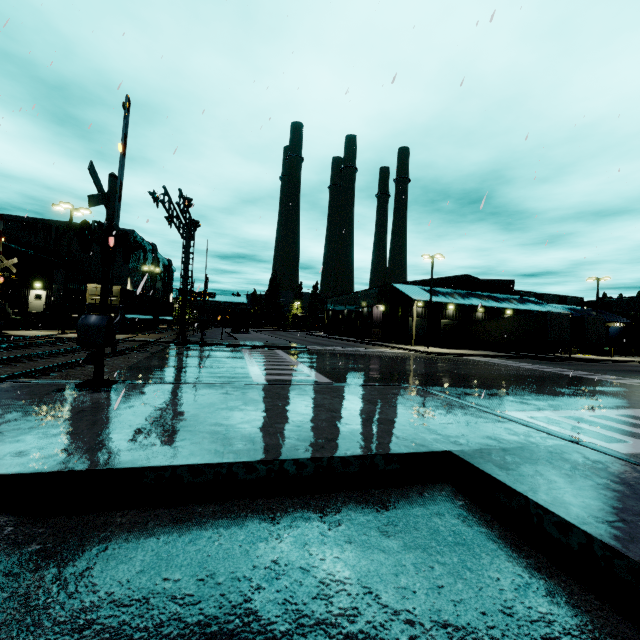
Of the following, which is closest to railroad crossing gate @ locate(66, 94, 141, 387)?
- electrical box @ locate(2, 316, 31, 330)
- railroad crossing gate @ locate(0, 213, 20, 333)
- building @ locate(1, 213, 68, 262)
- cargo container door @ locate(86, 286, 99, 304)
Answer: building @ locate(1, 213, 68, 262)

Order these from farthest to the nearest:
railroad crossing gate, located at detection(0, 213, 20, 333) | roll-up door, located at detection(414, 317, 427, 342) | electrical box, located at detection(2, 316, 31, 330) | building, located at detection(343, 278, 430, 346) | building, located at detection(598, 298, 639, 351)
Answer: building, located at detection(598, 298, 639, 351) < roll-up door, located at detection(414, 317, 427, 342) < building, located at detection(343, 278, 430, 346) < electrical box, located at detection(2, 316, 31, 330) < railroad crossing gate, located at detection(0, 213, 20, 333)

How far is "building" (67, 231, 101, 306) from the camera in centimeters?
3926cm

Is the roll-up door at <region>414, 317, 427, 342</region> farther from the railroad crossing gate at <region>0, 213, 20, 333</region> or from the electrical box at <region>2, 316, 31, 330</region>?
the electrical box at <region>2, 316, 31, 330</region>

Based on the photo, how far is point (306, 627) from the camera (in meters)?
2.35

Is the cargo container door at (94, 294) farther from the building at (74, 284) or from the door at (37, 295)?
the door at (37, 295)

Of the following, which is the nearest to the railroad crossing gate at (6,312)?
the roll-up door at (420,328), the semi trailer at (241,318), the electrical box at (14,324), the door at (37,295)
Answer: the semi trailer at (241,318)

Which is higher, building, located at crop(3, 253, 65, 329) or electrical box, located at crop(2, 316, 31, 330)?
building, located at crop(3, 253, 65, 329)
